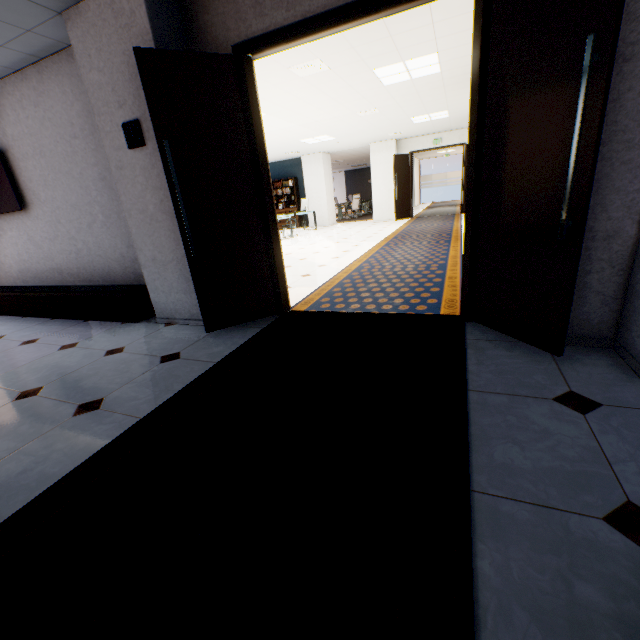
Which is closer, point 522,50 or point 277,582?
point 277,582

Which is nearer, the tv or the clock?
the clock

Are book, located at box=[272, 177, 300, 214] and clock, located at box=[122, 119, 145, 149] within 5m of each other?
no

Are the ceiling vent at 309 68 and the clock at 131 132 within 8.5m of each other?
yes

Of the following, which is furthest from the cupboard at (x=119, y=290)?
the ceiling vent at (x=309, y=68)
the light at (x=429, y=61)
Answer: the light at (x=429, y=61)

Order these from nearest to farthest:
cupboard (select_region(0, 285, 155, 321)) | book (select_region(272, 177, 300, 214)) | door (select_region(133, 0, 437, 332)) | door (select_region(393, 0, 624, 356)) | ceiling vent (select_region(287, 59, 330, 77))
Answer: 1. door (select_region(393, 0, 624, 356))
2. door (select_region(133, 0, 437, 332))
3. cupboard (select_region(0, 285, 155, 321))
4. ceiling vent (select_region(287, 59, 330, 77))
5. book (select_region(272, 177, 300, 214))

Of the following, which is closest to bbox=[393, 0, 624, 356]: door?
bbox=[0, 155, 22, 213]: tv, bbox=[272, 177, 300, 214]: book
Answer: bbox=[0, 155, 22, 213]: tv

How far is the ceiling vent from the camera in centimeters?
455cm
